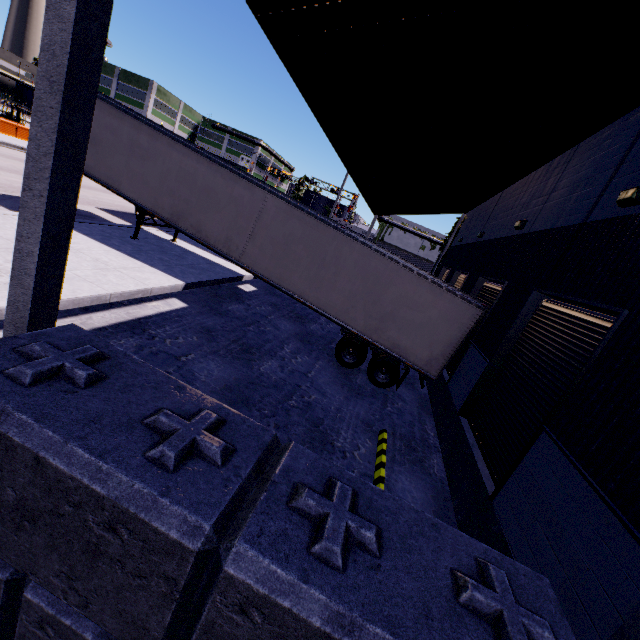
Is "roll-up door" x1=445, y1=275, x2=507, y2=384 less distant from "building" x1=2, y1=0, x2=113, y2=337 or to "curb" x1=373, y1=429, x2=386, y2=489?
"building" x1=2, y1=0, x2=113, y2=337

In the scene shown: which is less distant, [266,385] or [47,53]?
[47,53]

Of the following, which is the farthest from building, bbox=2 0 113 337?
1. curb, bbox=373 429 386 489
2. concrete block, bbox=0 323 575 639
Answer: curb, bbox=373 429 386 489

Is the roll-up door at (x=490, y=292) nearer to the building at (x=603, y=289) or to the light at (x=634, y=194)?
the building at (x=603, y=289)

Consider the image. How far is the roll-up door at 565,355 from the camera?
5.0m

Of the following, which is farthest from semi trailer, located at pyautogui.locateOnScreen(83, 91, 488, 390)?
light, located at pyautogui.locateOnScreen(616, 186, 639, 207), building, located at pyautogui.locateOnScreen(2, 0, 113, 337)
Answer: light, located at pyautogui.locateOnScreen(616, 186, 639, 207)

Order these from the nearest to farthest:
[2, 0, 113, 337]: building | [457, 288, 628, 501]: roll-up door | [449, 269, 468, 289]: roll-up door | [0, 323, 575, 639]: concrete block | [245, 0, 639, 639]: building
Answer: [0, 323, 575, 639]: concrete block → [2, 0, 113, 337]: building → [245, 0, 639, 639]: building → [457, 288, 628, 501]: roll-up door → [449, 269, 468, 289]: roll-up door

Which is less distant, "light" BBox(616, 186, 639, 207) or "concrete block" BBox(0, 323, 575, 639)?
"concrete block" BBox(0, 323, 575, 639)
